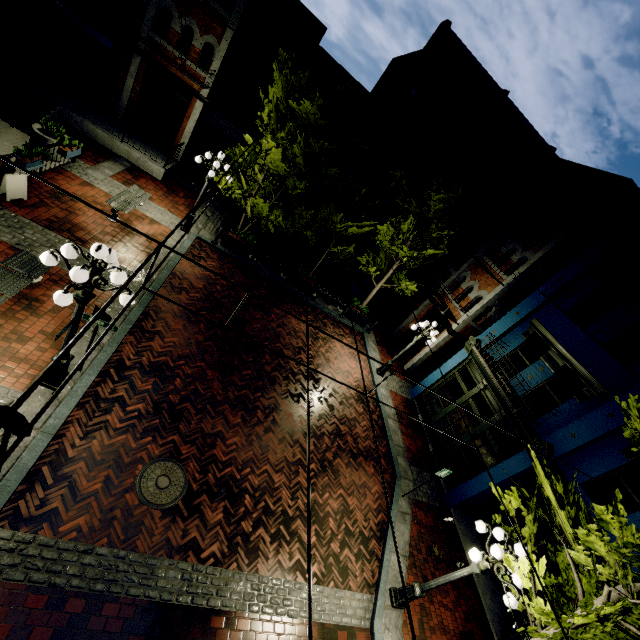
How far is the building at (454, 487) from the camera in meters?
11.1 m

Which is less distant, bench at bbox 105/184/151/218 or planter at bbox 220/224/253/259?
bench at bbox 105/184/151/218

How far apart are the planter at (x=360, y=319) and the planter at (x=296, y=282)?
2.3 meters

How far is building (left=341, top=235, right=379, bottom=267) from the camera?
24.00m

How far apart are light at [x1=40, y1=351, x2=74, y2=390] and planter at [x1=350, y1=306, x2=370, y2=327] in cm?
1248

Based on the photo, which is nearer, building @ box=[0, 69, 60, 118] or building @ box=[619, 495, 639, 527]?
building @ box=[619, 495, 639, 527]

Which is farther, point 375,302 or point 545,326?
point 375,302

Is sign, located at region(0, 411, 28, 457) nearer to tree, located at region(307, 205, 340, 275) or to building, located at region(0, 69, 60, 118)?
tree, located at region(307, 205, 340, 275)
